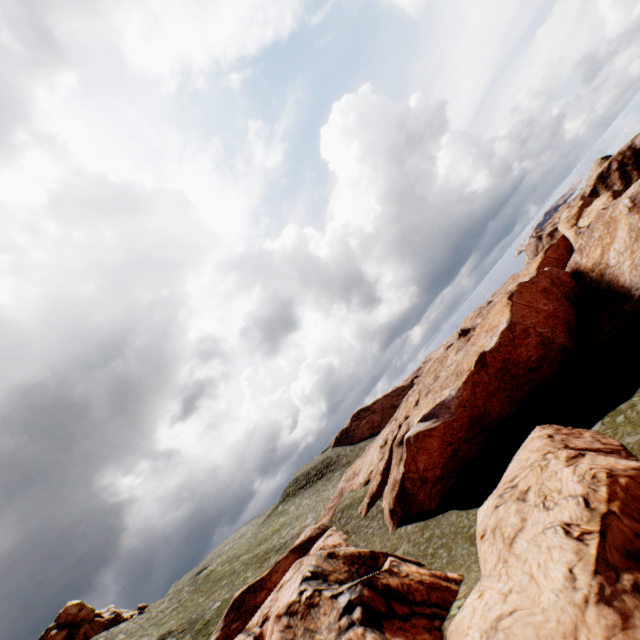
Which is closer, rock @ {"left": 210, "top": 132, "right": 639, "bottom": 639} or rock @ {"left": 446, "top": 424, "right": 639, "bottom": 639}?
rock @ {"left": 446, "top": 424, "right": 639, "bottom": 639}

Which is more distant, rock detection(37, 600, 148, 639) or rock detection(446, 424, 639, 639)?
rock detection(37, 600, 148, 639)

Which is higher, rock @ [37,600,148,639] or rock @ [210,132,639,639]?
rock @ [37,600,148,639]

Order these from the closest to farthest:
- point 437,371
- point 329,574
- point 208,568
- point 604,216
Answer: point 329,574
point 604,216
point 208,568
point 437,371

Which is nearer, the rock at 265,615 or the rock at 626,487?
the rock at 626,487

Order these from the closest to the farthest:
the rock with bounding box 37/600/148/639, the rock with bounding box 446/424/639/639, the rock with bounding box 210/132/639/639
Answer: the rock with bounding box 446/424/639/639 < the rock with bounding box 210/132/639/639 < the rock with bounding box 37/600/148/639

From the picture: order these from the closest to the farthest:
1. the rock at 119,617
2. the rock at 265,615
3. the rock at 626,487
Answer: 1. the rock at 626,487
2. the rock at 265,615
3. the rock at 119,617
